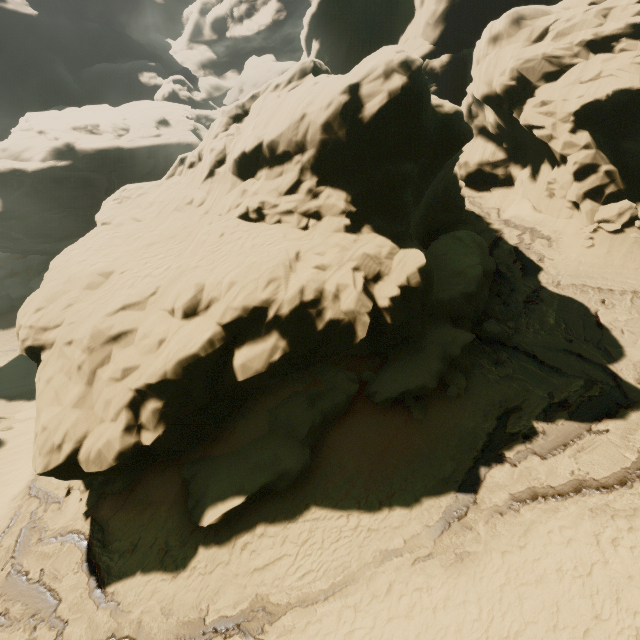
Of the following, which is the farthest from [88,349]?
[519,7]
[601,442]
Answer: [519,7]

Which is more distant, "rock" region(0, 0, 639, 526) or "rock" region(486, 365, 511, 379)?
"rock" region(486, 365, 511, 379)

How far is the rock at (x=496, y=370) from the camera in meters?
13.1

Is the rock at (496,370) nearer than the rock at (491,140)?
No

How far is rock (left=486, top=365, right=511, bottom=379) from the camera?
13.1 meters

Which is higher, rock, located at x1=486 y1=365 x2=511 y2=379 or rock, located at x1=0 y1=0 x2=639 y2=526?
rock, located at x1=0 y1=0 x2=639 y2=526
